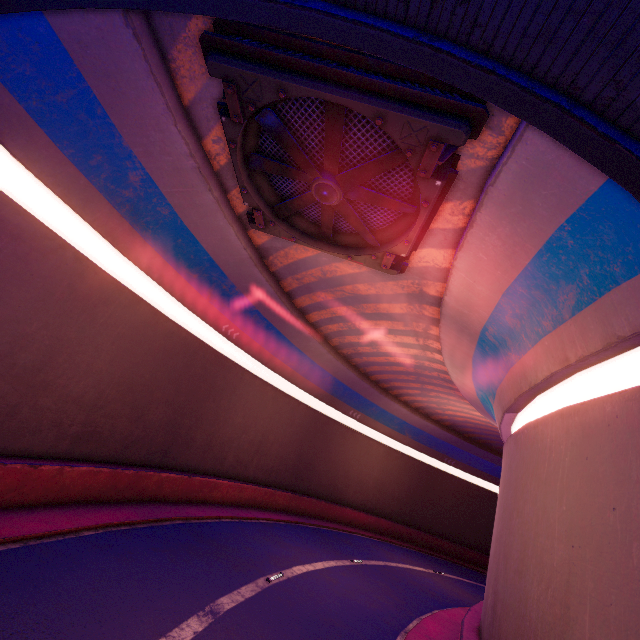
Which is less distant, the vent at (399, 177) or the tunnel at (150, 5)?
the tunnel at (150, 5)

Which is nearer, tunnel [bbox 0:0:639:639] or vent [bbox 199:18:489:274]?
tunnel [bbox 0:0:639:639]

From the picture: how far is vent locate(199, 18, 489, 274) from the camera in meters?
6.1

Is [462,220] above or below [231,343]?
above

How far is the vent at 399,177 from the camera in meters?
6.1 m
